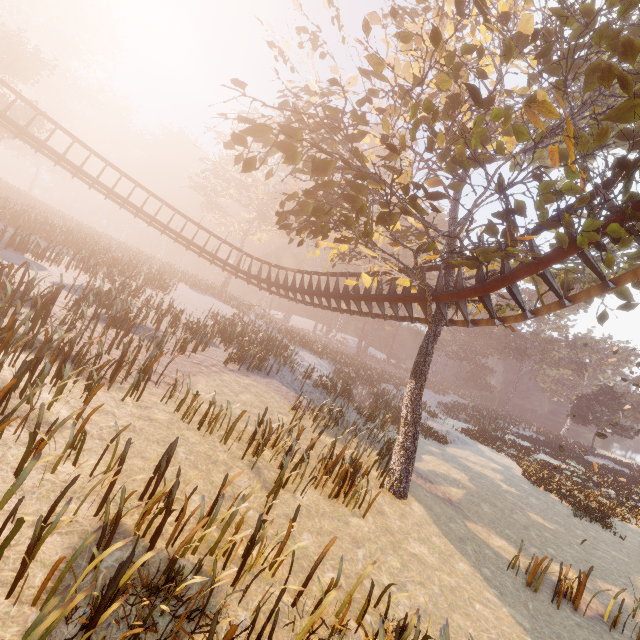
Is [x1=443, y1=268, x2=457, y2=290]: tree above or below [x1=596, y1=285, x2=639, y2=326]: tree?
below

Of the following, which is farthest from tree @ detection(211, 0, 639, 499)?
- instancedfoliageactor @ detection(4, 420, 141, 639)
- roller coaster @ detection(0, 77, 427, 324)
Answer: instancedfoliageactor @ detection(4, 420, 141, 639)

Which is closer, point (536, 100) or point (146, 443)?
point (536, 100)

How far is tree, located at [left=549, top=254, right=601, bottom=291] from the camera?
9.16m

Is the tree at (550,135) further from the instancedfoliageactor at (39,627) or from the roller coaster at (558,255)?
the instancedfoliageactor at (39,627)
